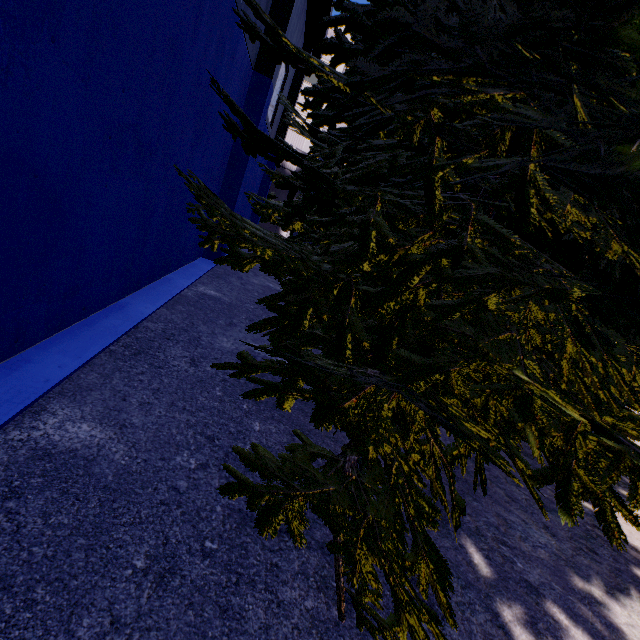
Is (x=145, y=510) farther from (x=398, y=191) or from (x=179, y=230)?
(x=179, y=230)

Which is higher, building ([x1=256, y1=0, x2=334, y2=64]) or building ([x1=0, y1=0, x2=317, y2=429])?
building ([x1=256, y1=0, x2=334, y2=64])

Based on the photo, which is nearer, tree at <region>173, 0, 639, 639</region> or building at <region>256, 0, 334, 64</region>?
tree at <region>173, 0, 639, 639</region>

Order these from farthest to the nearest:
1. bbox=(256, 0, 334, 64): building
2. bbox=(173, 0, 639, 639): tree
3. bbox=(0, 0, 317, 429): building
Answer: bbox=(256, 0, 334, 64): building, bbox=(0, 0, 317, 429): building, bbox=(173, 0, 639, 639): tree

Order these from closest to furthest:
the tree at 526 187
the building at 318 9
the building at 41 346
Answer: the tree at 526 187, the building at 41 346, the building at 318 9

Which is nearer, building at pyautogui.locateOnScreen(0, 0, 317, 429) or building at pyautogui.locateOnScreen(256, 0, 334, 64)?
building at pyautogui.locateOnScreen(0, 0, 317, 429)

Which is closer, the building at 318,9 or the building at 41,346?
the building at 41,346
